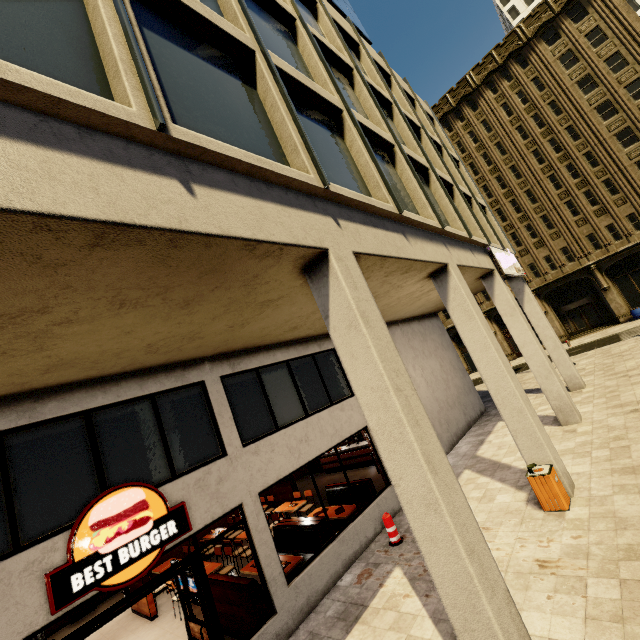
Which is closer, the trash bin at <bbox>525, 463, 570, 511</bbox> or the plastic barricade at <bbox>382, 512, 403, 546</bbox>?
the trash bin at <bbox>525, 463, 570, 511</bbox>

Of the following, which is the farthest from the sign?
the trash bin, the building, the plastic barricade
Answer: the plastic barricade

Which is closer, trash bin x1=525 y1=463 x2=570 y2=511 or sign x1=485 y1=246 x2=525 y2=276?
trash bin x1=525 y1=463 x2=570 y2=511

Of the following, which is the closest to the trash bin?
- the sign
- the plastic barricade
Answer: the plastic barricade

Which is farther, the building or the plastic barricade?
the plastic barricade

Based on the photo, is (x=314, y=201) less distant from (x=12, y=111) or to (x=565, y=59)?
(x=12, y=111)

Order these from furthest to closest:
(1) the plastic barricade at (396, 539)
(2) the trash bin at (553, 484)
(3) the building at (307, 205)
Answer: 1. (1) the plastic barricade at (396, 539)
2. (2) the trash bin at (553, 484)
3. (3) the building at (307, 205)

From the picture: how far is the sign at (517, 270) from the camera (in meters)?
12.30
